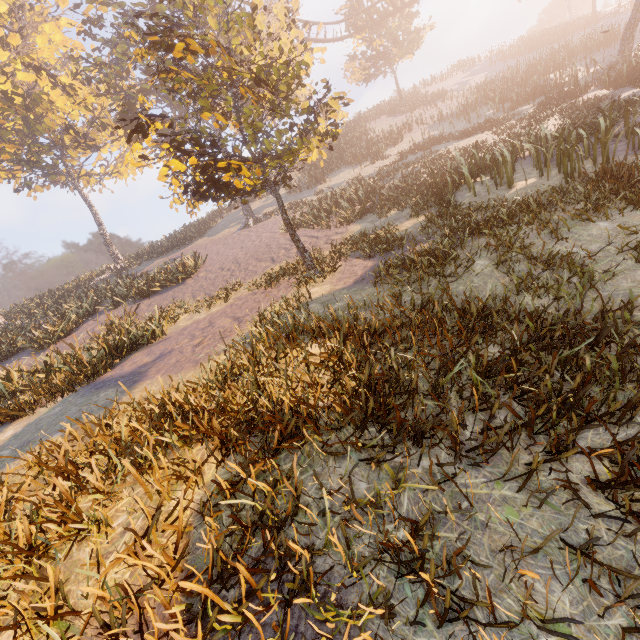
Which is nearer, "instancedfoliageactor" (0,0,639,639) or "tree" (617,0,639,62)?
"instancedfoliageactor" (0,0,639,639)

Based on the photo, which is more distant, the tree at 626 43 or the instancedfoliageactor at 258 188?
the tree at 626 43

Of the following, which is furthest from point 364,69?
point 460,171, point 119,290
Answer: point 119,290
